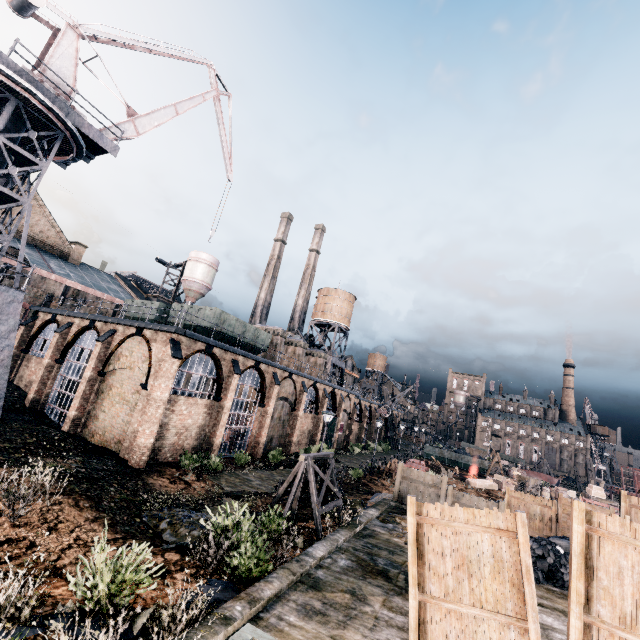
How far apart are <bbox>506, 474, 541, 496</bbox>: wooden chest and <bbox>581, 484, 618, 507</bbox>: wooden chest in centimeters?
568cm

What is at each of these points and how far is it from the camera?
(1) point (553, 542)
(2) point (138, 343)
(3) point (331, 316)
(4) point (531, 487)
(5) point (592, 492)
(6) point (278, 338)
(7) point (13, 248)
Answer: (1) coal pile, 12.3 meters
(2) building, 22.3 meters
(3) water tower, 54.2 meters
(4) wooden chest, 37.2 meters
(5) wooden chest, 36.7 meters
(6) chimney, 37.1 meters
(7) building, 35.9 meters

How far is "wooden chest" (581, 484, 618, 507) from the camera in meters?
35.3

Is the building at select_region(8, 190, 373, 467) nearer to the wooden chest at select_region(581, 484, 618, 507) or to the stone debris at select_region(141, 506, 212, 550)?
the stone debris at select_region(141, 506, 212, 550)

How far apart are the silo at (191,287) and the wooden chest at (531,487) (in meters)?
49.94

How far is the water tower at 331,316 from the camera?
53.6 meters

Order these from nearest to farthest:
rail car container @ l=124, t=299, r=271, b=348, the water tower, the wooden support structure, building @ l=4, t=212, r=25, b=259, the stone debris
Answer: the stone debris → the wooden support structure → rail car container @ l=124, t=299, r=271, b=348 → building @ l=4, t=212, r=25, b=259 → the water tower

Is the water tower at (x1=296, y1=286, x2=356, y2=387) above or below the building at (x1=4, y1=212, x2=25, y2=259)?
above
